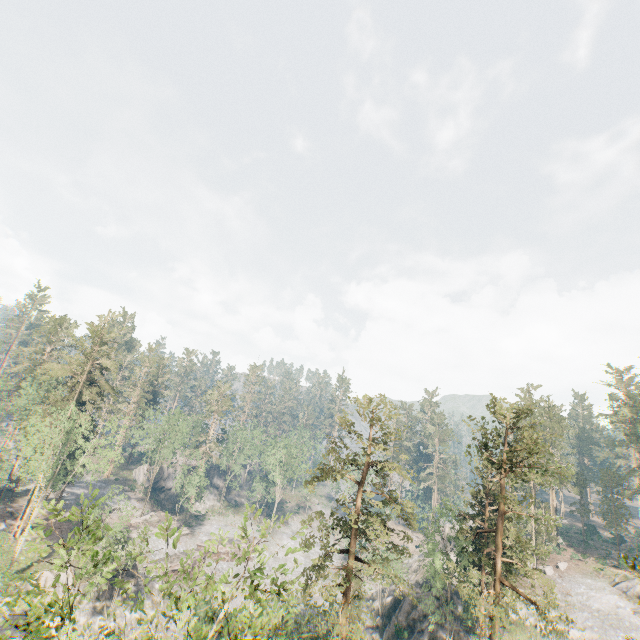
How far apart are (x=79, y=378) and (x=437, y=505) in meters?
53.1 m

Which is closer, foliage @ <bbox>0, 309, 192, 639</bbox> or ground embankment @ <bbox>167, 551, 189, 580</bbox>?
foliage @ <bbox>0, 309, 192, 639</bbox>

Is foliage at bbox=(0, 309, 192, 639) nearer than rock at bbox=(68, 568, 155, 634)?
Yes

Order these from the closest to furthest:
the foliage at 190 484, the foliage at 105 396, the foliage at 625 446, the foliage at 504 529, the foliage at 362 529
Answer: the foliage at 105 396, the foliage at 362 529, the foliage at 504 529, the foliage at 190 484, the foliage at 625 446

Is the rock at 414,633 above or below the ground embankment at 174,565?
below

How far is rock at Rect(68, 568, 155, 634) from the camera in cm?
3428

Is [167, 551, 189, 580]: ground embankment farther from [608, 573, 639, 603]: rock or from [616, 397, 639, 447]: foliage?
[608, 573, 639, 603]: rock
